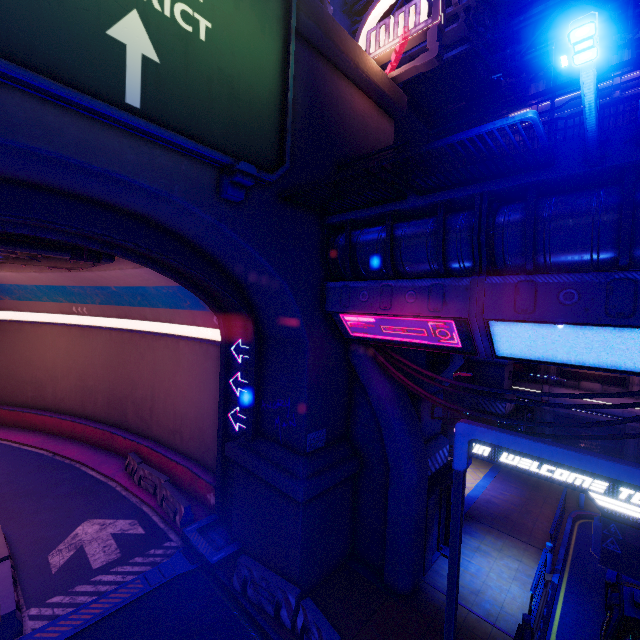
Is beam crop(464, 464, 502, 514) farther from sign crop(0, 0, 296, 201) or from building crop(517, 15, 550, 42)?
building crop(517, 15, 550, 42)

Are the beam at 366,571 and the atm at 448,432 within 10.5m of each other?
no

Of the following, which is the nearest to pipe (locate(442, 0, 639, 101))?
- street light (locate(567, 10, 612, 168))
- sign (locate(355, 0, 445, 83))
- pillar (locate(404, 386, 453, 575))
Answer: sign (locate(355, 0, 445, 83))

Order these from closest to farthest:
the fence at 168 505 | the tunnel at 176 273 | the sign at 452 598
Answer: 1. the sign at 452 598
2. the tunnel at 176 273
3. the fence at 168 505

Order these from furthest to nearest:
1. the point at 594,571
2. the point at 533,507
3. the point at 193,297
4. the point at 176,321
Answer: the point at 176,321 → the point at 533,507 → the point at 193,297 → the point at 594,571

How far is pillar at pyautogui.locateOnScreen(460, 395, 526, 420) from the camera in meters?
21.8

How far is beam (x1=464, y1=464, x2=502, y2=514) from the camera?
16.1 meters

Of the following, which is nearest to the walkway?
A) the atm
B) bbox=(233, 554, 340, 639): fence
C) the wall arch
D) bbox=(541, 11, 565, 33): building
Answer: the wall arch
